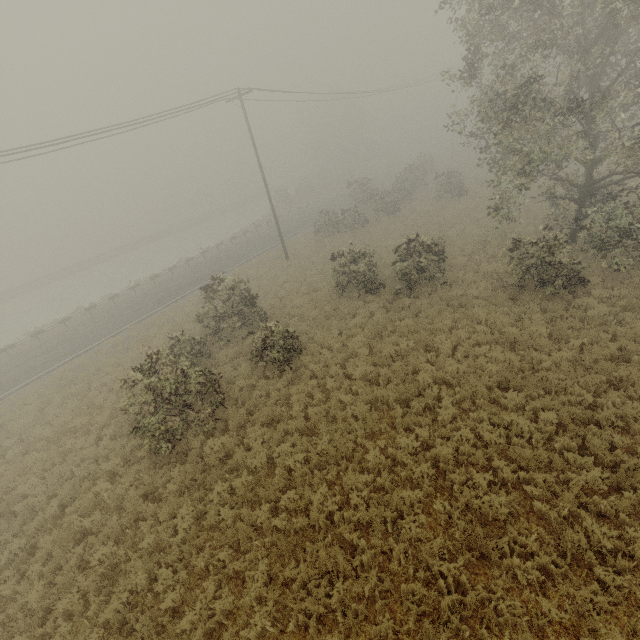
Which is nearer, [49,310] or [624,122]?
[624,122]
